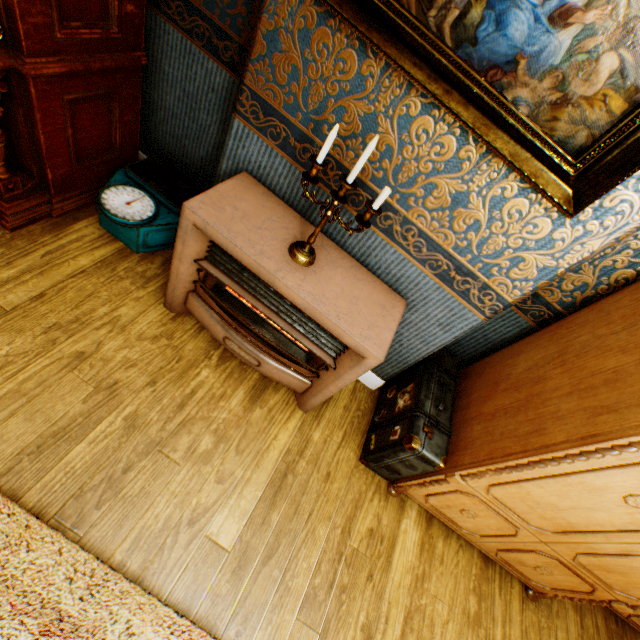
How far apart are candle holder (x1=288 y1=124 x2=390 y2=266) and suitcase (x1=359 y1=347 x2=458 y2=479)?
1.10m

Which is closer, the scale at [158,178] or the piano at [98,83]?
the piano at [98,83]

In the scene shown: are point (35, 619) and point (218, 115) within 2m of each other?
no

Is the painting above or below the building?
above

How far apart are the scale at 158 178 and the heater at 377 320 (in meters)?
0.29

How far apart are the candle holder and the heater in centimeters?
2cm

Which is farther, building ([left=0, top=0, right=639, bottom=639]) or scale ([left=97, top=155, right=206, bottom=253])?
scale ([left=97, top=155, right=206, bottom=253])

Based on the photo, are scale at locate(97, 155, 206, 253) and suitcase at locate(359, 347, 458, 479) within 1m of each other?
no
